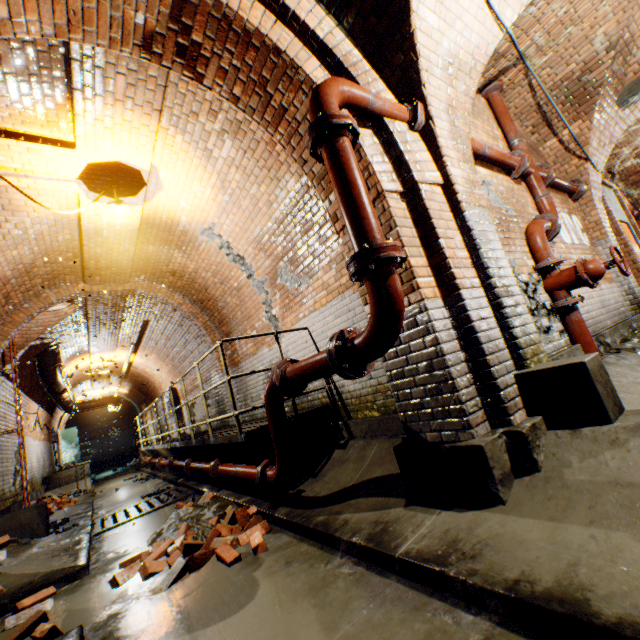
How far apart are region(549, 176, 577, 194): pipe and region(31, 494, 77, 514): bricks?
12.5 meters

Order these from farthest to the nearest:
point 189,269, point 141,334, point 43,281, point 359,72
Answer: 1. point 141,334
2. point 189,269
3. point 43,281
4. point 359,72

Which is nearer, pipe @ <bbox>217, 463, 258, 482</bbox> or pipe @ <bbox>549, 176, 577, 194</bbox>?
pipe @ <bbox>217, 463, 258, 482</bbox>

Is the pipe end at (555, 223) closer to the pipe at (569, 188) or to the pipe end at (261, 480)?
the pipe at (569, 188)

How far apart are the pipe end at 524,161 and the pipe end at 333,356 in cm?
375

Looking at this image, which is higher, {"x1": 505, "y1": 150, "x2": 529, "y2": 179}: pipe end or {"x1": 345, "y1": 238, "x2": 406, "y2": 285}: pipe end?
{"x1": 505, "y1": 150, "x2": 529, "y2": 179}: pipe end

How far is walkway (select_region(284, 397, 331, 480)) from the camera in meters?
4.5 m

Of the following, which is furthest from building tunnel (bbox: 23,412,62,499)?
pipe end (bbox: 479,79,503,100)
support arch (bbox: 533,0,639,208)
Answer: support arch (bbox: 533,0,639,208)
